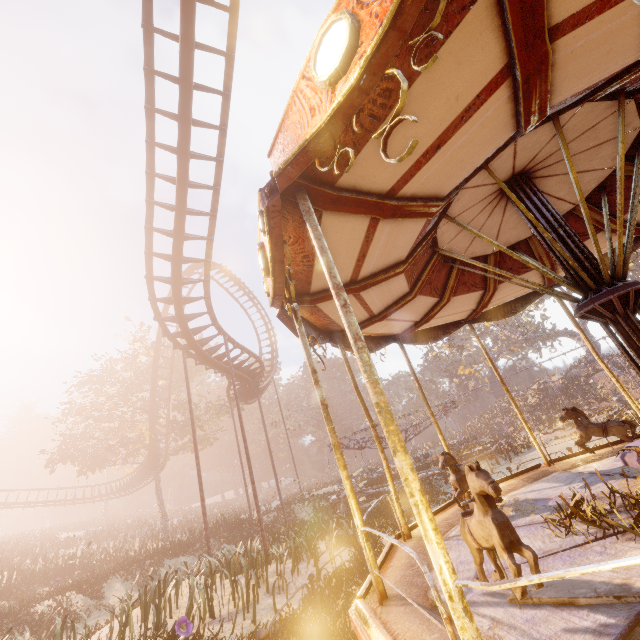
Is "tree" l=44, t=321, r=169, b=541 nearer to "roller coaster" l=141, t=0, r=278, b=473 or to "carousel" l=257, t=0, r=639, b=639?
"roller coaster" l=141, t=0, r=278, b=473

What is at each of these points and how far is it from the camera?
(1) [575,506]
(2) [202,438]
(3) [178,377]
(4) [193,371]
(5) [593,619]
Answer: (1) instancedfoliageactor, 3.9 meters
(2) tree, 36.0 meters
(3) tree, 34.0 meters
(4) tree, 33.9 meters
(5) carousel, 2.1 meters

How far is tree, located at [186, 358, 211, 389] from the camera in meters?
33.2

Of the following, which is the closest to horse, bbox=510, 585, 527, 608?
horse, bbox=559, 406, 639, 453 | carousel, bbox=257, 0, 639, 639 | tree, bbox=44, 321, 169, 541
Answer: carousel, bbox=257, 0, 639, 639

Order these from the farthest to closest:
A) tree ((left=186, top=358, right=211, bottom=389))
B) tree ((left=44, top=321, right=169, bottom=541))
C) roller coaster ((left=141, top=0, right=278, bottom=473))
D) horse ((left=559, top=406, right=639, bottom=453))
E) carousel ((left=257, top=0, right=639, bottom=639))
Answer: tree ((left=186, top=358, right=211, bottom=389)) < tree ((left=44, top=321, right=169, bottom=541)) < roller coaster ((left=141, top=0, right=278, bottom=473)) < horse ((left=559, top=406, right=639, bottom=453)) < carousel ((left=257, top=0, right=639, bottom=639))

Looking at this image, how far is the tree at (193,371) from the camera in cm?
3319

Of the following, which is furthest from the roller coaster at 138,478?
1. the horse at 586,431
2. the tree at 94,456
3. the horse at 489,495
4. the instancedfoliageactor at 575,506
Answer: the horse at 586,431
